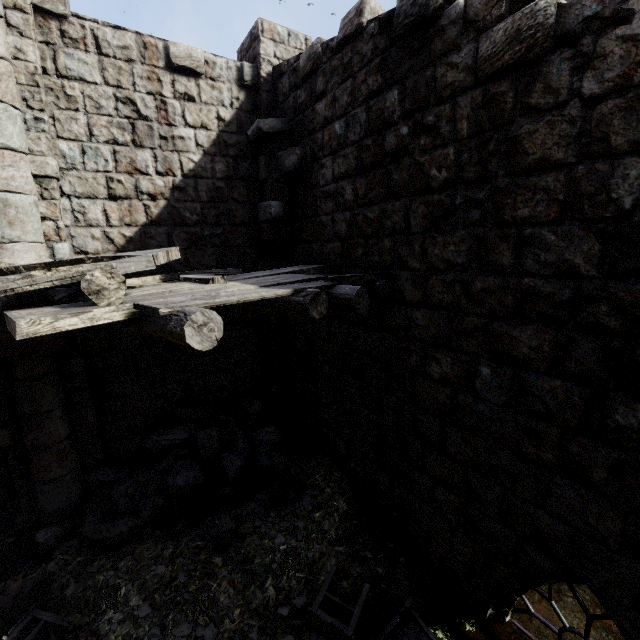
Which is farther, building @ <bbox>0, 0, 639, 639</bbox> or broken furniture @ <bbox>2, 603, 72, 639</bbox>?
broken furniture @ <bbox>2, 603, 72, 639</bbox>

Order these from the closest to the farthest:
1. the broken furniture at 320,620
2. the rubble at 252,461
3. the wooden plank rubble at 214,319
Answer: the wooden plank rubble at 214,319 < the broken furniture at 320,620 < the rubble at 252,461

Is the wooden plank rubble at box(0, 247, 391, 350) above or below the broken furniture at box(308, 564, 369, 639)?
above

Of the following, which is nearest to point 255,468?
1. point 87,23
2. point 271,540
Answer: point 271,540

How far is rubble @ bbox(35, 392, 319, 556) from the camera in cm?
540

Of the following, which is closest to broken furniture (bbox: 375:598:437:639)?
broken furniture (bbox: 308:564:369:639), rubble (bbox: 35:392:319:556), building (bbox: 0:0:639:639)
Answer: broken furniture (bbox: 308:564:369:639)

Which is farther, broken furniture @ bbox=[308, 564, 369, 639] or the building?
broken furniture @ bbox=[308, 564, 369, 639]

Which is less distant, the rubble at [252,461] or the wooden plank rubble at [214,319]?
the wooden plank rubble at [214,319]
